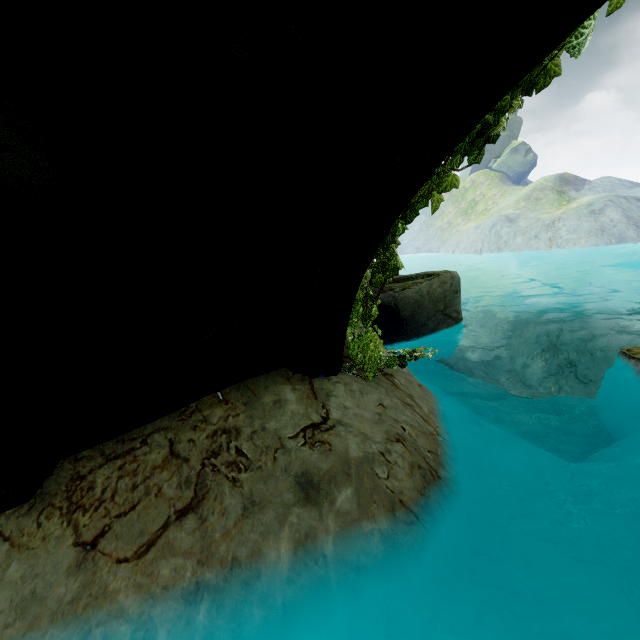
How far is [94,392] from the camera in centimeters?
314cm

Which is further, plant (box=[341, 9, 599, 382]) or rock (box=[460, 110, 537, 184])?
rock (box=[460, 110, 537, 184])

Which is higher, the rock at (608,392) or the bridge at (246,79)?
the bridge at (246,79)

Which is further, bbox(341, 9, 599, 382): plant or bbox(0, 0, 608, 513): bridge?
bbox(341, 9, 599, 382): plant

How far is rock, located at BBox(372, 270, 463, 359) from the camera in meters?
7.8

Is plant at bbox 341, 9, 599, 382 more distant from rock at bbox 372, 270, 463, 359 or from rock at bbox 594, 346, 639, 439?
rock at bbox 372, 270, 463, 359

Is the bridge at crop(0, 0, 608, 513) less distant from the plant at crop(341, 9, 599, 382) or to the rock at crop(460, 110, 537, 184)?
the plant at crop(341, 9, 599, 382)

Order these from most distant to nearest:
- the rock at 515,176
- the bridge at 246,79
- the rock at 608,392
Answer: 1. the rock at 515,176
2. the rock at 608,392
3. the bridge at 246,79
